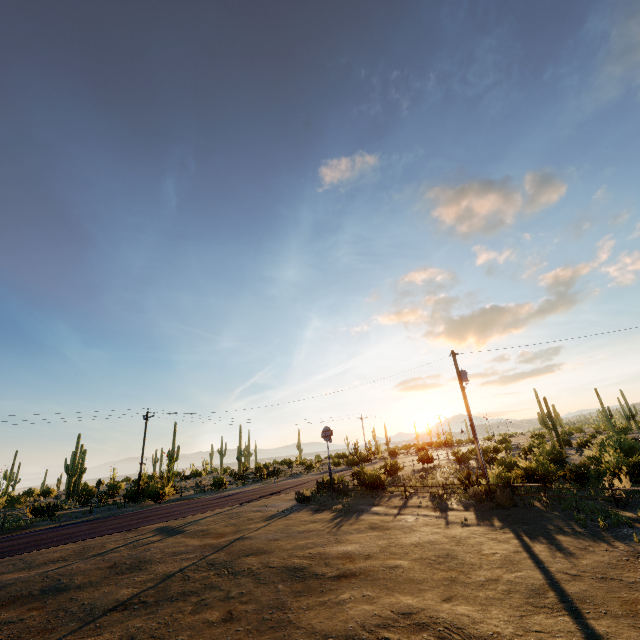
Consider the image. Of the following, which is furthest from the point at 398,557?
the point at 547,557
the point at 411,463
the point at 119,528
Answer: the point at 411,463
